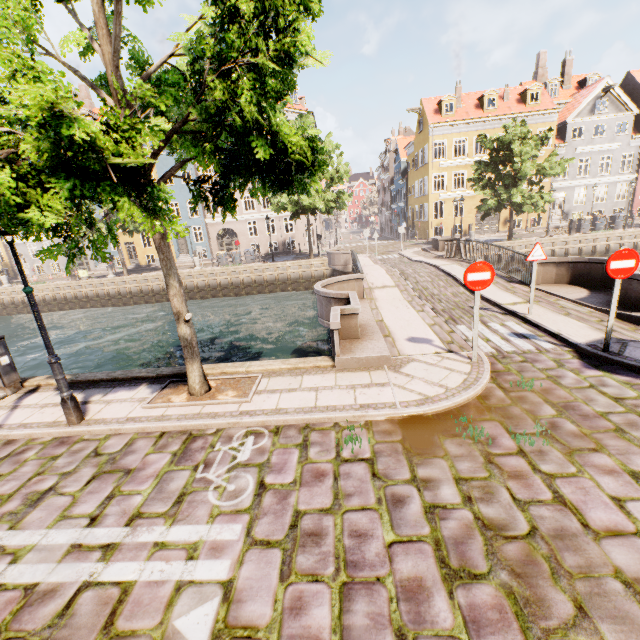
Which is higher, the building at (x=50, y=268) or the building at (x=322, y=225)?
the building at (x=322, y=225)

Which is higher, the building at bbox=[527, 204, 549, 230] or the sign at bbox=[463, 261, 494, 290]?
the sign at bbox=[463, 261, 494, 290]

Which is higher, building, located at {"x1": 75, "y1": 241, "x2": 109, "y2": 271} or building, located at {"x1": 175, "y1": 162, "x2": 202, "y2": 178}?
building, located at {"x1": 175, "y1": 162, "x2": 202, "y2": 178}

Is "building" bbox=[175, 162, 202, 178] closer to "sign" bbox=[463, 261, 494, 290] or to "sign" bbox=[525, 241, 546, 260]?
"sign" bbox=[463, 261, 494, 290]

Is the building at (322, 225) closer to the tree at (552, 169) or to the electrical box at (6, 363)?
the tree at (552, 169)

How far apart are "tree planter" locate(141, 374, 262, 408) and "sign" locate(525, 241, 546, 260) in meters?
7.1

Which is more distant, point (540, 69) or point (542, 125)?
point (540, 69)

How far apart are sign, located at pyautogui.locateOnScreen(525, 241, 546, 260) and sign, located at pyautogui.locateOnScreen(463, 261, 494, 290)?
3.2m
